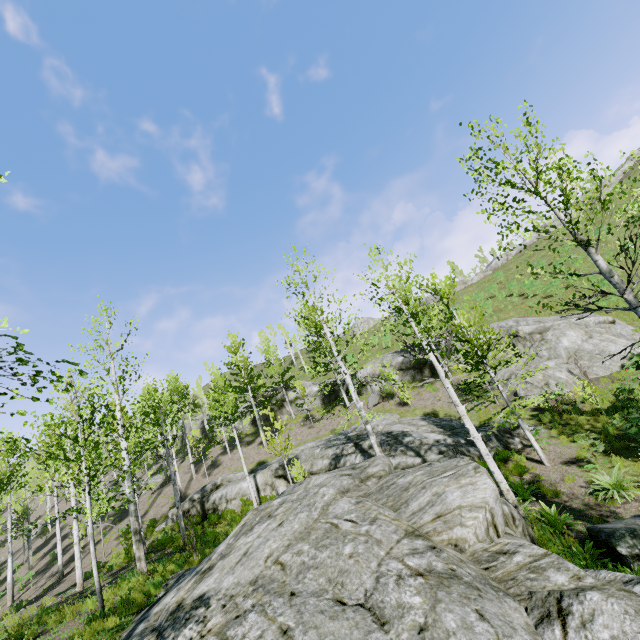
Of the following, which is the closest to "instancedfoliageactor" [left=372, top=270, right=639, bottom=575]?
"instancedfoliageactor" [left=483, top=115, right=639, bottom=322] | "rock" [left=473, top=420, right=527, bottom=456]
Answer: "instancedfoliageactor" [left=483, top=115, right=639, bottom=322]

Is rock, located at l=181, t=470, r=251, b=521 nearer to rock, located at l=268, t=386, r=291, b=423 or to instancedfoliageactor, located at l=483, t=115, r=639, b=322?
instancedfoliageactor, located at l=483, t=115, r=639, b=322

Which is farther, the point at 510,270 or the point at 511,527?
the point at 510,270

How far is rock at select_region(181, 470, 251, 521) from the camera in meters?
19.9 m

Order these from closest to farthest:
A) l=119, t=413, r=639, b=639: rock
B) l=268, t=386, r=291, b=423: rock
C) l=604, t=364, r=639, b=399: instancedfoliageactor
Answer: l=119, t=413, r=639, b=639: rock, l=604, t=364, r=639, b=399: instancedfoliageactor, l=268, t=386, r=291, b=423: rock

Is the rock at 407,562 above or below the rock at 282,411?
below

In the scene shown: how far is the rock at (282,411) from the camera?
34.0 meters
